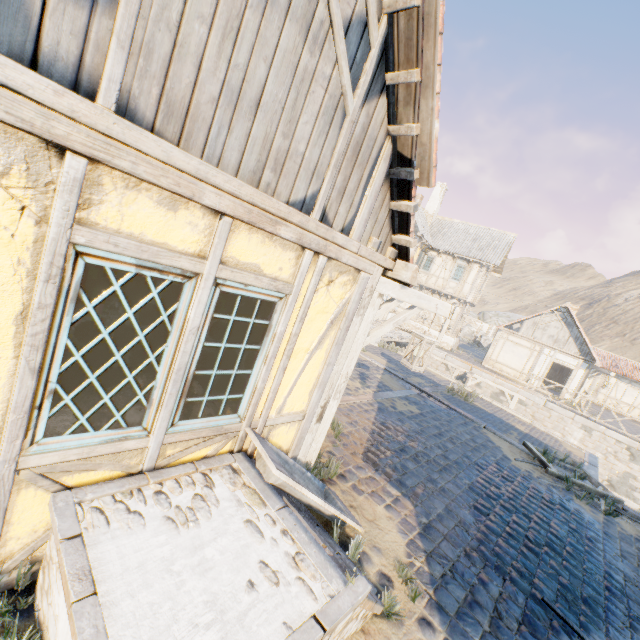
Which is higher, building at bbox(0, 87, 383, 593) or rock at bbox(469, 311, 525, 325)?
rock at bbox(469, 311, 525, 325)

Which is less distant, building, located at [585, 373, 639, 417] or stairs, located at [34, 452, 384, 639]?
stairs, located at [34, 452, 384, 639]

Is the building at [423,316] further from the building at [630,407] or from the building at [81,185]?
the building at [81,185]

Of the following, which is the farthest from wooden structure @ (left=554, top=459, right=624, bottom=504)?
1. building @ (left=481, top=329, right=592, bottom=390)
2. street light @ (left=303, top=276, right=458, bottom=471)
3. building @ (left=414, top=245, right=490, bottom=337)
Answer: building @ (left=414, top=245, right=490, bottom=337)

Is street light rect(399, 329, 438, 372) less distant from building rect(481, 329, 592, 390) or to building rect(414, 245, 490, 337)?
building rect(414, 245, 490, 337)

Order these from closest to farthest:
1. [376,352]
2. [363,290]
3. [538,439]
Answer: [363,290], [538,439], [376,352]

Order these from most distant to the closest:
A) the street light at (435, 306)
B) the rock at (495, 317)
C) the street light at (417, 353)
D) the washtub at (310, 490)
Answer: the rock at (495, 317) < the street light at (417, 353) < the street light at (435, 306) < the washtub at (310, 490)

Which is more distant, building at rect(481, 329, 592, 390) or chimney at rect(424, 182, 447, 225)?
chimney at rect(424, 182, 447, 225)
